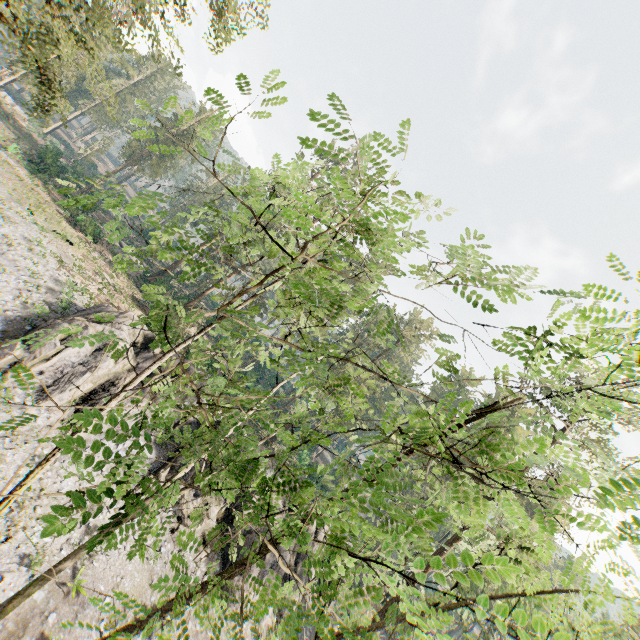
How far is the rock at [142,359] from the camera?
22.2m

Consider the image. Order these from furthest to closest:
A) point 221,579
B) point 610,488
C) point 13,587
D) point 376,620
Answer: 1. point 13,587
2. point 376,620
3. point 221,579
4. point 610,488

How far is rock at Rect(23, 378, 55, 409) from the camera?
17.69m

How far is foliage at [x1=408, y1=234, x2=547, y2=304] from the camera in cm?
354

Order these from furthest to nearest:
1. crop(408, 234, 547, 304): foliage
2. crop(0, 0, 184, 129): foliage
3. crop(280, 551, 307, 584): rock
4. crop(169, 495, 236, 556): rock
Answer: crop(280, 551, 307, 584): rock, crop(169, 495, 236, 556): rock, crop(0, 0, 184, 129): foliage, crop(408, 234, 547, 304): foliage

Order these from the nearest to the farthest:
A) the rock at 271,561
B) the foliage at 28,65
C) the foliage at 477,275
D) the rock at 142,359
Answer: the foliage at 477,275
the foliage at 28,65
the rock at 271,561
the rock at 142,359

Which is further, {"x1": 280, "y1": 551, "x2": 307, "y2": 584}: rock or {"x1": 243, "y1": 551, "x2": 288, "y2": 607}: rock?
{"x1": 280, "y1": 551, "x2": 307, "y2": 584}: rock

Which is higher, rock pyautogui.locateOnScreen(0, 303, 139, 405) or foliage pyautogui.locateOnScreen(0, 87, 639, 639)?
foliage pyautogui.locateOnScreen(0, 87, 639, 639)
